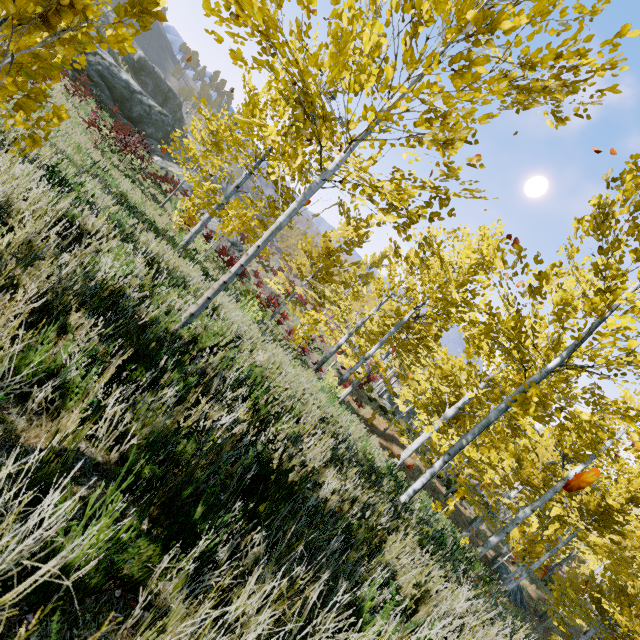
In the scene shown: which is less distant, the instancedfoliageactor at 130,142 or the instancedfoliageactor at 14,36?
the instancedfoliageactor at 14,36

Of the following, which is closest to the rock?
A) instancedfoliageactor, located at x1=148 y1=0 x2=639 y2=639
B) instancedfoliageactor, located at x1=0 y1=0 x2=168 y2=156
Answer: instancedfoliageactor, located at x1=148 y1=0 x2=639 y2=639

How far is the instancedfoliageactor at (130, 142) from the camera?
13.7 meters

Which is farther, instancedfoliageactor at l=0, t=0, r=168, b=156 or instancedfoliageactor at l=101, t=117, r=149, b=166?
instancedfoliageactor at l=101, t=117, r=149, b=166

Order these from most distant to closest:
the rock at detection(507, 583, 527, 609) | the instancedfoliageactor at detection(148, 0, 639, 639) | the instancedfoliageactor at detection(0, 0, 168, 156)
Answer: the rock at detection(507, 583, 527, 609)
the instancedfoliageactor at detection(148, 0, 639, 639)
the instancedfoliageactor at detection(0, 0, 168, 156)

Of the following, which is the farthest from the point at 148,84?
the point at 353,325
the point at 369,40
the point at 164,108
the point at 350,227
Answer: the point at 369,40

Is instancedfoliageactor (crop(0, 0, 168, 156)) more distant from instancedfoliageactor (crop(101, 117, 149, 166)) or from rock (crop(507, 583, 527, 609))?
rock (crop(507, 583, 527, 609))
